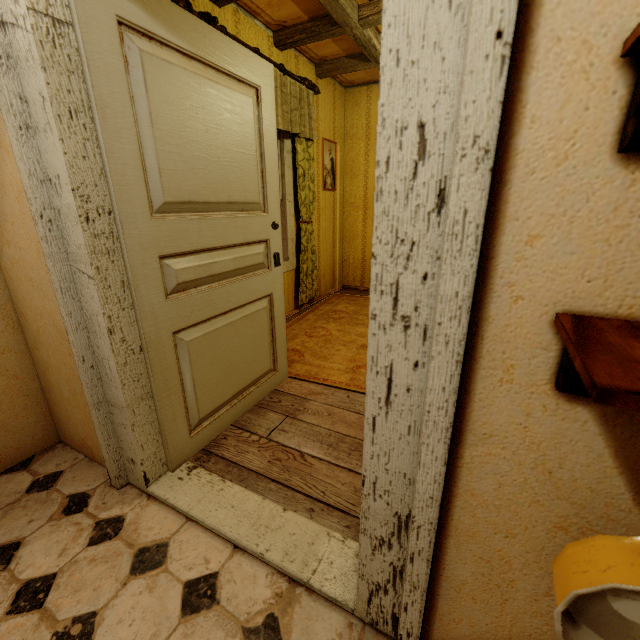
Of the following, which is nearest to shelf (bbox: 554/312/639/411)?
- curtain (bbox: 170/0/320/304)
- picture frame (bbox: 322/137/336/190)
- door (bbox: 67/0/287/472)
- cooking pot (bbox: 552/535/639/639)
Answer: cooking pot (bbox: 552/535/639/639)

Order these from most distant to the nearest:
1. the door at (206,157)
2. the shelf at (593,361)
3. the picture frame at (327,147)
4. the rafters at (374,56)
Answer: the picture frame at (327,147)
the rafters at (374,56)
the door at (206,157)
the shelf at (593,361)

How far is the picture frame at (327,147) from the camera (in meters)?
4.27

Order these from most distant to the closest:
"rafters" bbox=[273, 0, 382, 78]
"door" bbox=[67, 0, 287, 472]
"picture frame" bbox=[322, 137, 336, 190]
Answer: "picture frame" bbox=[322, 137, 336, 190]
"rafters" bbox=[273, 0, 382, 78]
"door" bbox=[67, 0, 287, 472]

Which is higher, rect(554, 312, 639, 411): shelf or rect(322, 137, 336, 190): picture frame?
rect(322, 137, 336, 190): picture frame

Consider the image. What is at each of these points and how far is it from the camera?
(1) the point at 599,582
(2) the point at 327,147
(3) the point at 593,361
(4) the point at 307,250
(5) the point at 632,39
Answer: (1) cooking pot, 0.46m
(2) picture frame, 4.33m
(3) shelf, 0.39m
(4) curtain, 4.02m
(5) shelf, 0.41m

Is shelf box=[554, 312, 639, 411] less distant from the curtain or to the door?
the door

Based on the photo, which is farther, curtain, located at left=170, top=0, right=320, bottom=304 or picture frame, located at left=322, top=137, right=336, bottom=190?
picture frame, located at left=322, top=137, right=336, bottom=190
